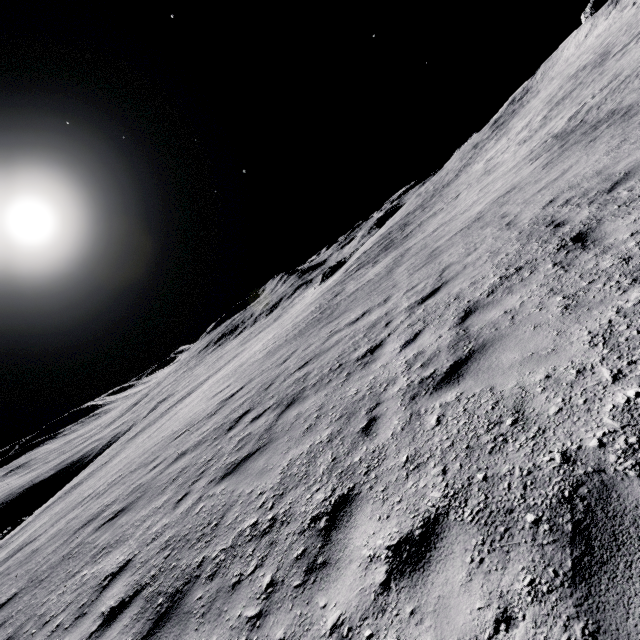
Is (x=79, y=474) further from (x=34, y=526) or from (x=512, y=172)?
(x=512, y=172)
